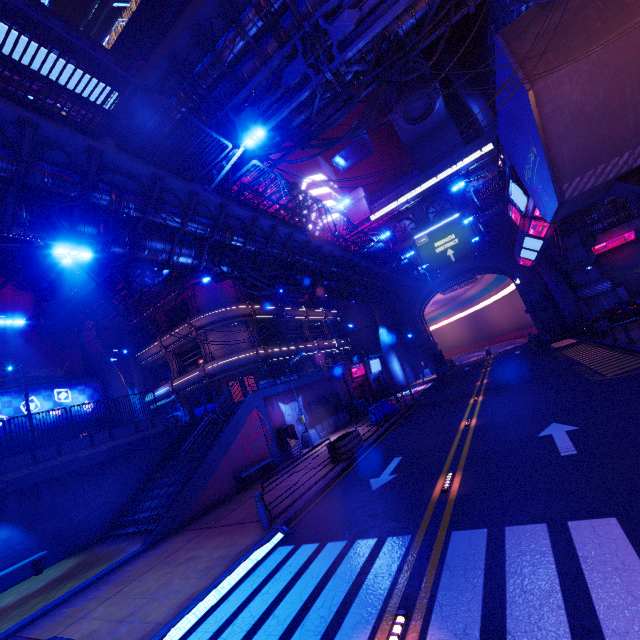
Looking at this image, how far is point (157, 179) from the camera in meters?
11.0 m

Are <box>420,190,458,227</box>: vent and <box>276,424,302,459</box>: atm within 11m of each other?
no

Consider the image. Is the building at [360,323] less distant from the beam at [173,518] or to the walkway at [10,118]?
the walkway at [10,118]

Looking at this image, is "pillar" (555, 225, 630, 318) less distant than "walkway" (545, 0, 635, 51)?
No

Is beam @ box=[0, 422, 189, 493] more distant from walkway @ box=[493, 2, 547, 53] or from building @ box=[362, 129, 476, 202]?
building @ box=[362, 129, 476, 202]

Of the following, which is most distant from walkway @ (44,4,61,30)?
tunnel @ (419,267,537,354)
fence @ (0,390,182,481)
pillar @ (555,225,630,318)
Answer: tunnel @ (419,267,537,354)

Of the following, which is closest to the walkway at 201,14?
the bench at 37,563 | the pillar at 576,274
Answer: the bench at 37,563

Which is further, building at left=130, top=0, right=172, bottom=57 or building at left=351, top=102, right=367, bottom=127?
building at left=351, top=102, right=367, bottom=127
